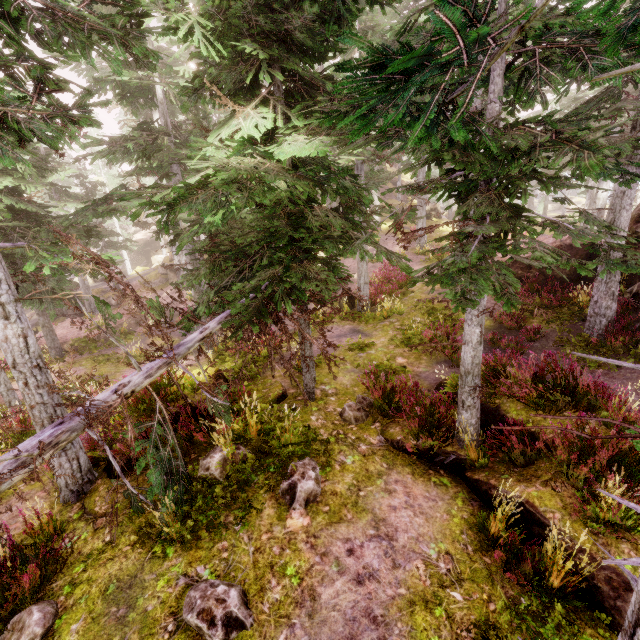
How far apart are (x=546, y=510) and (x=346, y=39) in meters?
6.5

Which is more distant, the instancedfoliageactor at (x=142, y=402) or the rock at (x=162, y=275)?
the rock at (x=162, y=275)

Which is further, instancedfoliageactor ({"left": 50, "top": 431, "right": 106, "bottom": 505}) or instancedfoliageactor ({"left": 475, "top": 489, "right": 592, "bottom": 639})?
instancedfoliageactor ({"left": 50, "top": 431, "right": 106, "bottom": 505})

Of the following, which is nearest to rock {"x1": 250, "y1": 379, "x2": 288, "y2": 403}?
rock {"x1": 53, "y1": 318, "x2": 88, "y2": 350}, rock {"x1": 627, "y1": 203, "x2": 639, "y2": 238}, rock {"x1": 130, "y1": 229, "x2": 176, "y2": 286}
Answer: rock {"x1": 627, "y1": 203, "x2": 639, "y2": 238}

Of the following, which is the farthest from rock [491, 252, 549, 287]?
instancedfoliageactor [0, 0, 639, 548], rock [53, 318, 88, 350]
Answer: rock [53, 318, 88, 350]

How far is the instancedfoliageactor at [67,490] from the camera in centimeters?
617cm

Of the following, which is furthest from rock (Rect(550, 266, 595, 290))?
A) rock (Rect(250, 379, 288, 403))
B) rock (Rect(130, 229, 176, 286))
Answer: rock (Rect(130, 229, 176, 286))

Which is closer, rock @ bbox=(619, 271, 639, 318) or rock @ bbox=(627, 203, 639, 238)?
rock @ bbox=(619, 271, 639, 318)
